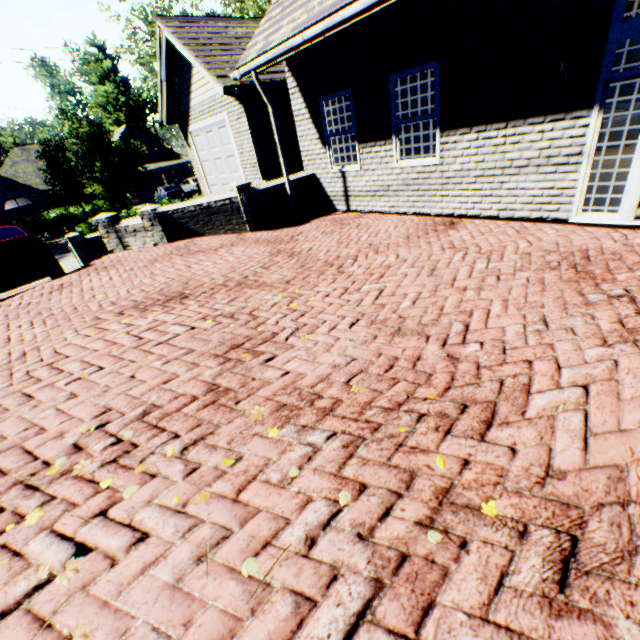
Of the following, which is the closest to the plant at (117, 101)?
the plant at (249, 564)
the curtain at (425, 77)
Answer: the curtain at (425, 77)

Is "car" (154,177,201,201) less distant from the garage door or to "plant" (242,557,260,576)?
the garage door

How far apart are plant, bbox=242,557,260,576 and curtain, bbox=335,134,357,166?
8.0 meters

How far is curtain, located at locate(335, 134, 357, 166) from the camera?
7.7 meters

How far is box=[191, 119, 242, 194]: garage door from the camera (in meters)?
11.26

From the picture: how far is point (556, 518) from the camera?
1.7 meters

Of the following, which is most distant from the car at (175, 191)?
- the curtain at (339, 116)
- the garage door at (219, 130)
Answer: the curtain at (339, 116)

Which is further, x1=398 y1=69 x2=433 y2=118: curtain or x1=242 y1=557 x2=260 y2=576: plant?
x1=398 y1=69 x2=433 y2=118: curtain
